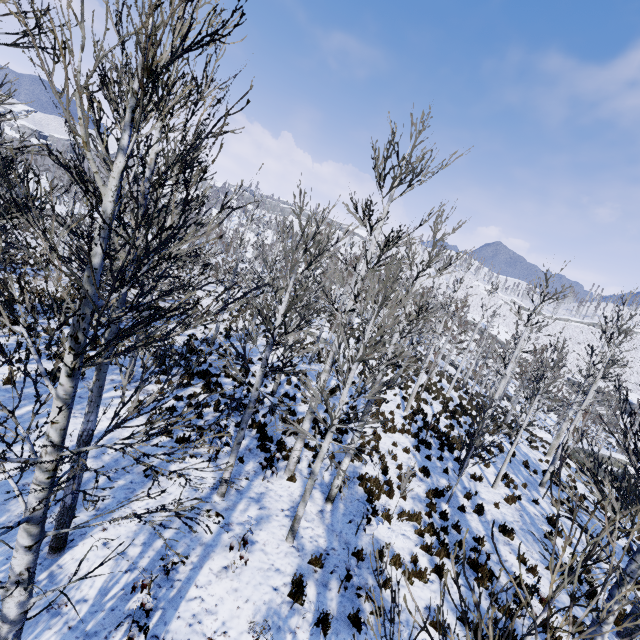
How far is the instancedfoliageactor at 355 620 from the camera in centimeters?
481cm

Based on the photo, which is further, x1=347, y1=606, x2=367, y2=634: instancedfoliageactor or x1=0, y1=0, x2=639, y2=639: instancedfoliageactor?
x1=347, y1=606, x2=367, y2=634: instancedfoliageactor

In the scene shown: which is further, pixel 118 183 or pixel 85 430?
pixel 85 430

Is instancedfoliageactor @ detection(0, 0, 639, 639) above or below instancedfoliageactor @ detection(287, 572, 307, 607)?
above

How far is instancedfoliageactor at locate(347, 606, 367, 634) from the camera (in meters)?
4.81

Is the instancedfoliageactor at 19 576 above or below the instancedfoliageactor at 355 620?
above
